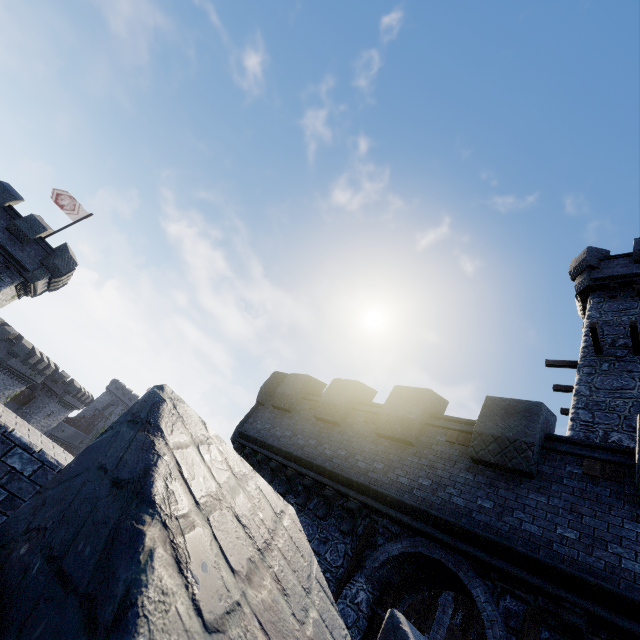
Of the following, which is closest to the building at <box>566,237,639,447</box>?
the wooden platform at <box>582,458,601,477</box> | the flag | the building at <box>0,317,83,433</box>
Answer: the wooden platform at <box>582,458,601,477</box>

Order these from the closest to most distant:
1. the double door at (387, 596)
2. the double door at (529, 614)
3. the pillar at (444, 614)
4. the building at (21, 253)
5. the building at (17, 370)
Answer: the double door at (529, 614), the double door at (387, 596), the pillar at (444, 614), the building at (21, 253), the building at (17, 370)

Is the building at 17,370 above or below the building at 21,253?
below

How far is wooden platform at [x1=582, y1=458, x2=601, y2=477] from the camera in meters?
6.6

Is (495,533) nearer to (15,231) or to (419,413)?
(419,413)

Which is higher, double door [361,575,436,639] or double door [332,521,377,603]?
double door [332,521,377,603]

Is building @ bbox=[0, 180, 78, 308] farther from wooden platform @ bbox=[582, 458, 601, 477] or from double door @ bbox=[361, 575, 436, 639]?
wooden platform @ bbox=[582, 458, 601, 477]

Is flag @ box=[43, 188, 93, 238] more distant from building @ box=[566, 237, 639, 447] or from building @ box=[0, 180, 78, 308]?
building @ box=[566, 237, 639, 447]
